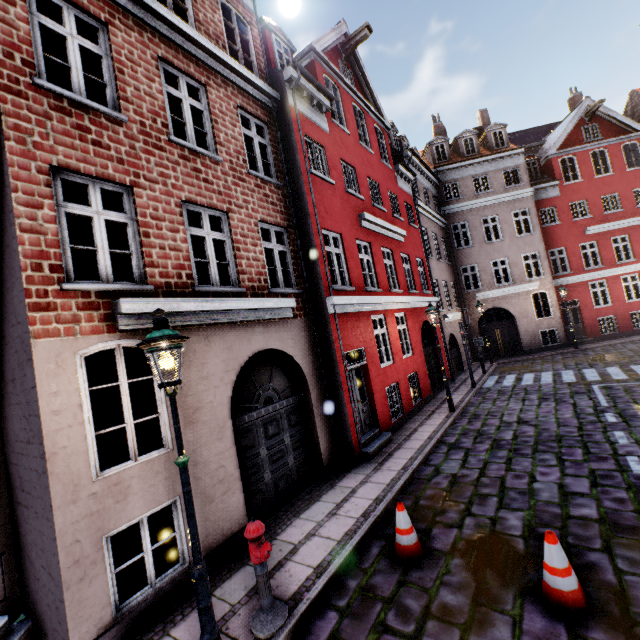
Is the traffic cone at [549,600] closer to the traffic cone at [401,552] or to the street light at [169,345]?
the traffic cone at [401,552]

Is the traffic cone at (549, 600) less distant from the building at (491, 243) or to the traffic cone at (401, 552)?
the traffic cone at (401, 552)

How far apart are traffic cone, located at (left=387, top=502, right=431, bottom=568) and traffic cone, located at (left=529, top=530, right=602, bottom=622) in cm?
128

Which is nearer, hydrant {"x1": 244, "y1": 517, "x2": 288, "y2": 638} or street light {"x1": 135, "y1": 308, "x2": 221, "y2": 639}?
street light {"x1": 135, "y1": 308, "x2": 221, "y2": 639}

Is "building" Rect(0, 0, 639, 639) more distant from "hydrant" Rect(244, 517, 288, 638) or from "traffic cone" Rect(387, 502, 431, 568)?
"traffic cone" Rect(387, 502, 431, 568)

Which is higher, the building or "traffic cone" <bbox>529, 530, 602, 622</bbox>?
the building

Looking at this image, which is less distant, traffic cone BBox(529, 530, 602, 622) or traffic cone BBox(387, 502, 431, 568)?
traffic cone BBox(529, 530, 602, 622)

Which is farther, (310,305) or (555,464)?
(310,305)
